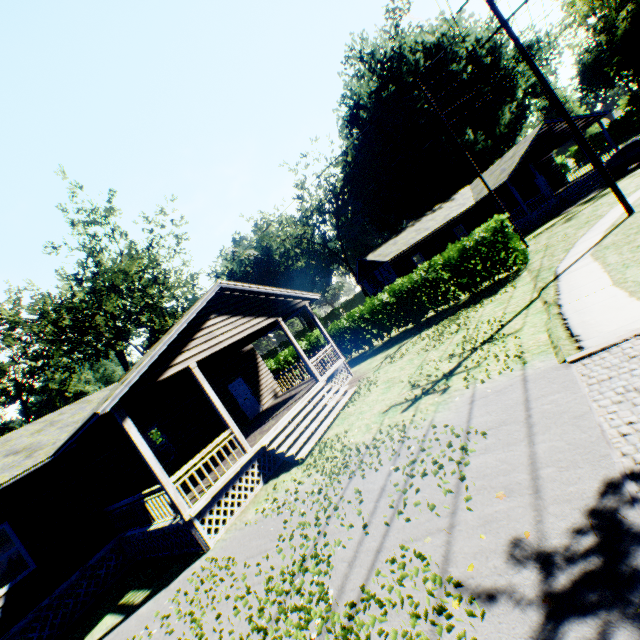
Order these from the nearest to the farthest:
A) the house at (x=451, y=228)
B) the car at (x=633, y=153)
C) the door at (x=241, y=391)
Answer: the door at (x=241, y=391) → the car at (x=633, y=153) → the house at (x=451, y=228)

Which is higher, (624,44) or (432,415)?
(624,44)

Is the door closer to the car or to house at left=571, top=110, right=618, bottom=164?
house at left=571, top=110, right=618, bottom=164

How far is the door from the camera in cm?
1697

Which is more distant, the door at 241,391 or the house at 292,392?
the door at 241,391

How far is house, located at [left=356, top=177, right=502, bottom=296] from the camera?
29.5m

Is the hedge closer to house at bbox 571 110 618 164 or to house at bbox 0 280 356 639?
house at bbox 0 280 356 639

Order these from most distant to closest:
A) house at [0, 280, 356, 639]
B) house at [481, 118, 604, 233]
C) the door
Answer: house at [481, 118, 604, 233]
the door
house at [0, 280, 356, 639]
